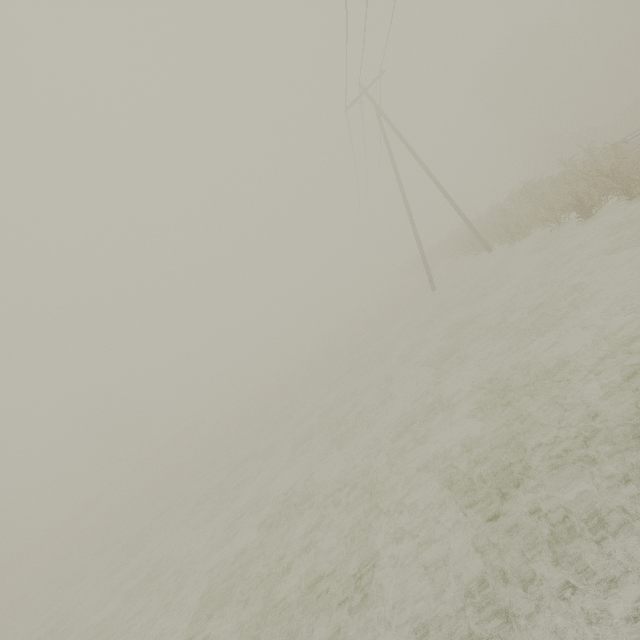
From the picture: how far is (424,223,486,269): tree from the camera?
21.45m

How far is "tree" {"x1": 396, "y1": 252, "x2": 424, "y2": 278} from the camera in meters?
40.7 m

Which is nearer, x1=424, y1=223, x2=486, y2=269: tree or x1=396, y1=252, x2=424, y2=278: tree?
x1=424, y1=223, x2=486, y2=269: tree

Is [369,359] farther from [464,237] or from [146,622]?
[464,237]

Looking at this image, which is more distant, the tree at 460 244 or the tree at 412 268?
the tree at 412 268

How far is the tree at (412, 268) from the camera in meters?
40.7 m
